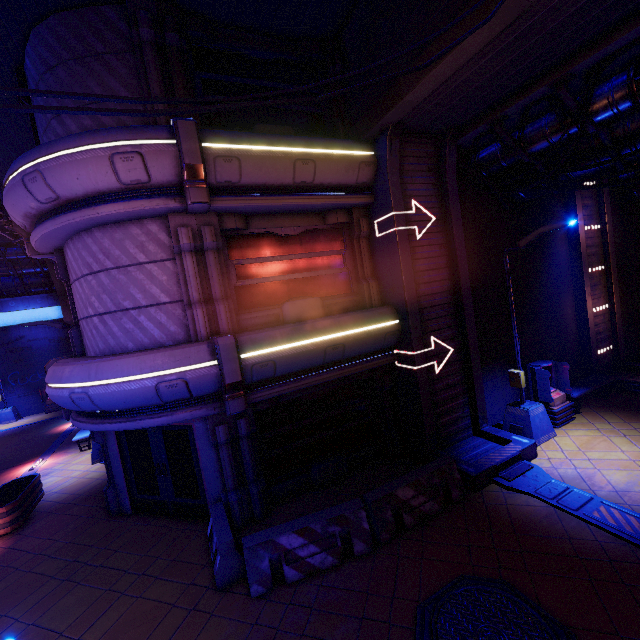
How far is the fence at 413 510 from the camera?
6.08m

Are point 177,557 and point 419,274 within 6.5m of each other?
no

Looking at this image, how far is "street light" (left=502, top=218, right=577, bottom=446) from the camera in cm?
849

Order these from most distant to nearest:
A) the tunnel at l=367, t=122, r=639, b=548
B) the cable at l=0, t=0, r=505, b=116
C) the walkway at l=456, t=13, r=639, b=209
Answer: the tunnel at l=367, t=122, r=639, b=548 → the walkway at l=456, t=13, r=639, b=209 → the cable at l=0, t=0, r=505, b=116

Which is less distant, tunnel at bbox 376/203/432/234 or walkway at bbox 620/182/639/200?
tunnel at bbox 376/203/432/234

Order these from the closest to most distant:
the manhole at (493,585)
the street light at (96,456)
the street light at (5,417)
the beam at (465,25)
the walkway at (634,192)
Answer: the manhole at (493,585), the beam at (465,25), the street light at (96,456), the walkway at (634,192), the street light at (5,417)

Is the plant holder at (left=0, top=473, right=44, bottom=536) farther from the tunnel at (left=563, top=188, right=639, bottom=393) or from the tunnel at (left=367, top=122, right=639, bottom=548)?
the tunnel at (left=563, top=188, right=639, bottom=393)

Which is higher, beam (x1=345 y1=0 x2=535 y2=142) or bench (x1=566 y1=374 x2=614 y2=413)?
beam (x1=345 y1=0 x2=535 y2=142)
